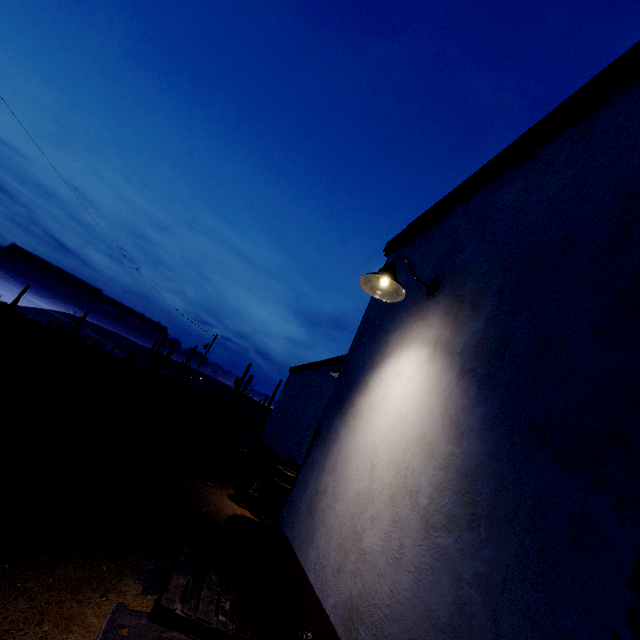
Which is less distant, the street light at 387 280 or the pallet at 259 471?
the street light at 387 280

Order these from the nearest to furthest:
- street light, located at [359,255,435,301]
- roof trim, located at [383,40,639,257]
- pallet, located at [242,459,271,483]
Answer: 1. roof trim, located at [383,40,639,257]
2. street light, located at [359,255,435,301]
3. pallet, located at [242,459,271,483]

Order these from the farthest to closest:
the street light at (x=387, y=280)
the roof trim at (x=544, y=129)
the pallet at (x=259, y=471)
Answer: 1. the pallet at (x=259, y=471)
2. the street light at (x=387, y=280)
3. the roof trim at (x=544, y=129)

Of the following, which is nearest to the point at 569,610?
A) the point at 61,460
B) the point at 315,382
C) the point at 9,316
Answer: the point at 61,460

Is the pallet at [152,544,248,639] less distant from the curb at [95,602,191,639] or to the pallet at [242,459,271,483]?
the curb at [95,602,191,639]

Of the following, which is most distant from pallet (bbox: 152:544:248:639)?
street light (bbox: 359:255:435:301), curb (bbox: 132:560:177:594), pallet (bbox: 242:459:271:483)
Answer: pallet (bbox: 242:459:271:483)

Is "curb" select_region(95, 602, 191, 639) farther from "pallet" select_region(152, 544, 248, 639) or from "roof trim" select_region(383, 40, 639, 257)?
"roof trim" select_region(383, 40, 639, 257)

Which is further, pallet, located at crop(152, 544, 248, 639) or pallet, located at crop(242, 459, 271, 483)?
pallet, located at crop(242, 459, 271, 483)
